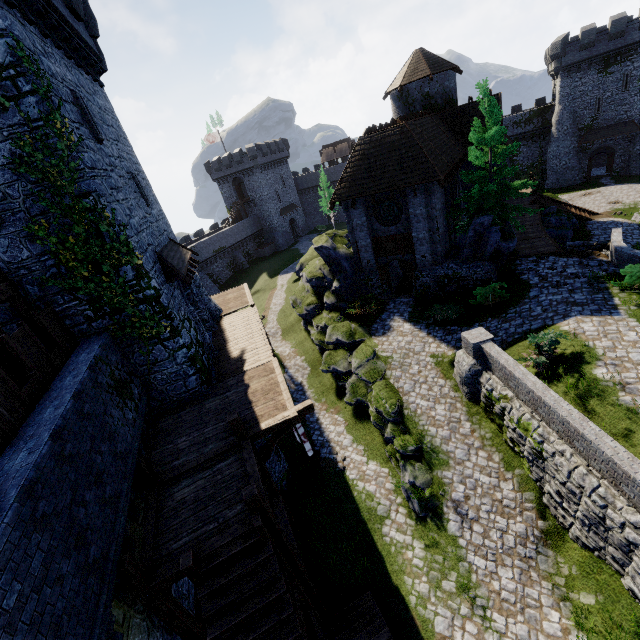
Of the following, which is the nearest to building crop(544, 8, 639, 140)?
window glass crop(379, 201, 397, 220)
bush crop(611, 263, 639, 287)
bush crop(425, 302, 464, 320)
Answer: window glass crop(379, 201, 397, 220)

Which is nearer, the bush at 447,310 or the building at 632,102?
the bush at 447,310

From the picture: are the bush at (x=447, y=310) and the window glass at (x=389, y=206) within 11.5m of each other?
yes

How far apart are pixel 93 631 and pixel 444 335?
17.4 meters

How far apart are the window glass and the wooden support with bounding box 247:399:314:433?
14.3 meters

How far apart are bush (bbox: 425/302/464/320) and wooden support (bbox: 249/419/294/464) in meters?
10.3

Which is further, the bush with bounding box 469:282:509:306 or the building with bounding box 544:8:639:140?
the building with bounding box 544:8:639:140

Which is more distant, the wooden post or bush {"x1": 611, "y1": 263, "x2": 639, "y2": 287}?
bush {"x1": 611, "y1": 263, "x2": 639, "y2": 287}
